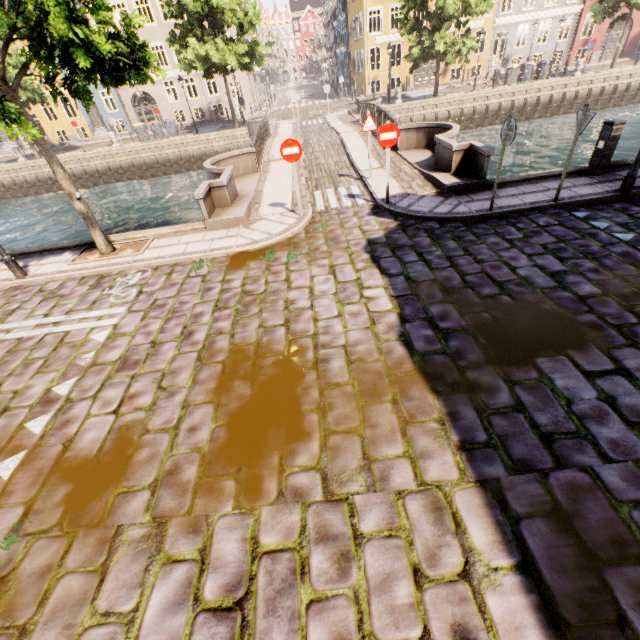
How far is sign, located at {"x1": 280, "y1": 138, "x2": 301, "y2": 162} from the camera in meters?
7.9

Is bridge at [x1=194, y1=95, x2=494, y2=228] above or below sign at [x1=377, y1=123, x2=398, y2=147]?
below

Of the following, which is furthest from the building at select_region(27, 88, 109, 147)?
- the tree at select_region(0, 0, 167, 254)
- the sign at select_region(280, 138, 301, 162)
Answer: the sign at select_region(280, 138, 301, 162)

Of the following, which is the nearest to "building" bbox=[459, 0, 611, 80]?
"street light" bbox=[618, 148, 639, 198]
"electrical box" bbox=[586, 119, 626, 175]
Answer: "electrical box" bbox=[586, 119, 626, 175]

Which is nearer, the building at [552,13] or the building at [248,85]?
the building at [552,13]

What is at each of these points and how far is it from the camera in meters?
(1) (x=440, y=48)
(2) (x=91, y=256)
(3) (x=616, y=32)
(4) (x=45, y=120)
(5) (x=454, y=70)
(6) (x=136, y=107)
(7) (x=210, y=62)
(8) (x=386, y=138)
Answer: (1) tree, 21.8 m
(2) tree planter, 8.7 m
(3) building, 30.5 m
(4) building, 31.6 m
(5) building, 36.9 m
(6) building, 32.0 m
(7) tree, 21.3 m
(8) sign, 8.0 m

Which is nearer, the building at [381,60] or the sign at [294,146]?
the sign at [294,146]

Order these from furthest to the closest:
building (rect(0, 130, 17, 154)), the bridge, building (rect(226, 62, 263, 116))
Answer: building (rect(0, 130, 17, 154)) → building (rect(226, 62, 263, 116)) → the bridge
